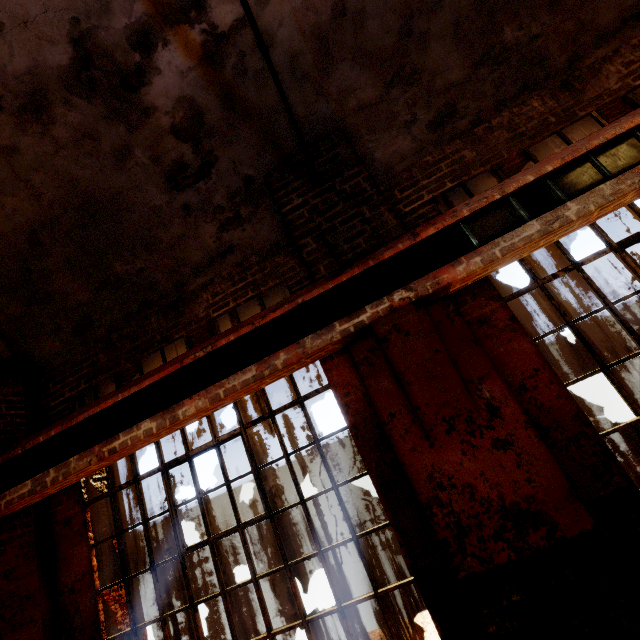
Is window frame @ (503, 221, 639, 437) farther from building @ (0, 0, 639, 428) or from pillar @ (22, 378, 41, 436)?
pillar @ (22, 378, 41, 436)

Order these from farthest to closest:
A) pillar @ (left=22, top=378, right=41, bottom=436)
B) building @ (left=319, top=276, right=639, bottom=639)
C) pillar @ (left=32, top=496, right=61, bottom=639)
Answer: pillar @ (left=22, top=378, right=41, bottom=436)
pillar @ (left=32, top=496, right=61, bottom=639)
building @ (left=319, top=276, right=639, bottom=639)

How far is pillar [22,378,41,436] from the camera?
4.0 meters

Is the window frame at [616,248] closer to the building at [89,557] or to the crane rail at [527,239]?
the building at [89,557]

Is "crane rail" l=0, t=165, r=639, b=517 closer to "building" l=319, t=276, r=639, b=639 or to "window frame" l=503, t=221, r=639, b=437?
"building" l=319, t=276, r=639, b=639

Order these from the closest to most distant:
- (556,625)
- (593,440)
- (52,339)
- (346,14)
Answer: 1. (556,625)
2. (593,440)
3. (346,14)
4. (52,339)

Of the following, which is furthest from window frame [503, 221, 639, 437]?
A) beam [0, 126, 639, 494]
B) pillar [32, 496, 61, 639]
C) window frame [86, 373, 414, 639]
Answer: pillar [32, 496, 61, 639]

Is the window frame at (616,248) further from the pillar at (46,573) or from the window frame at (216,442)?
the pillar at (46,573)
